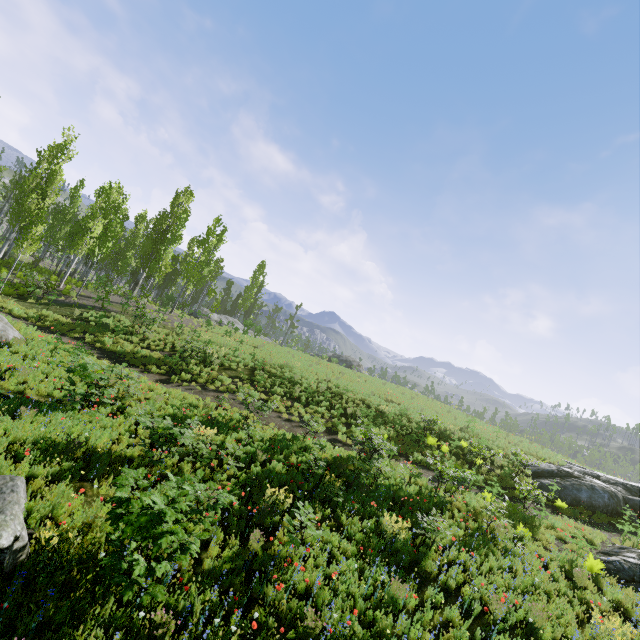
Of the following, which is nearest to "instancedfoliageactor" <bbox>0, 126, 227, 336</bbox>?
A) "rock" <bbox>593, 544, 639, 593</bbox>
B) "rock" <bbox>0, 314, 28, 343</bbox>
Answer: "rock" <bbox>0, 314, 28, 343</bbox>

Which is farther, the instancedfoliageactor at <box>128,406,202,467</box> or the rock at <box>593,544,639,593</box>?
the rock at <box>593,544,639,593</box>

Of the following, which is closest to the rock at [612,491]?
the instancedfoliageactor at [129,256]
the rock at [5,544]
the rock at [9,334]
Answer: the instancedfoliageactor at [129,256]

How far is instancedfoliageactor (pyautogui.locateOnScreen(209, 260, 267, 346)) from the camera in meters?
28.1 m

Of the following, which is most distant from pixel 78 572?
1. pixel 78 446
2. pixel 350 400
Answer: pixel 350 400

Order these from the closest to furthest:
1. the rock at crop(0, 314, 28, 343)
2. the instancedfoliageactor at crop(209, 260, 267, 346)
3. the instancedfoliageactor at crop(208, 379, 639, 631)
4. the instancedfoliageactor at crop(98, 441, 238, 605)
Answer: the instancedfoliageactor at crop(98, 441, 238, 605) < the instancedfoliageactor at crop(208, 379, 639, 631) < the rock at crop(0, 314, 28, 343) < the instancedfoliageactor at crop(209, 260, 267, 346)

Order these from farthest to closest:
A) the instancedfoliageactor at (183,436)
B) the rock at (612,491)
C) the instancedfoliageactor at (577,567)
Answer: the rock at (612,491) < the instancedfoliageactor at (577,567) < the instancedfoliageactor at (183,436)
